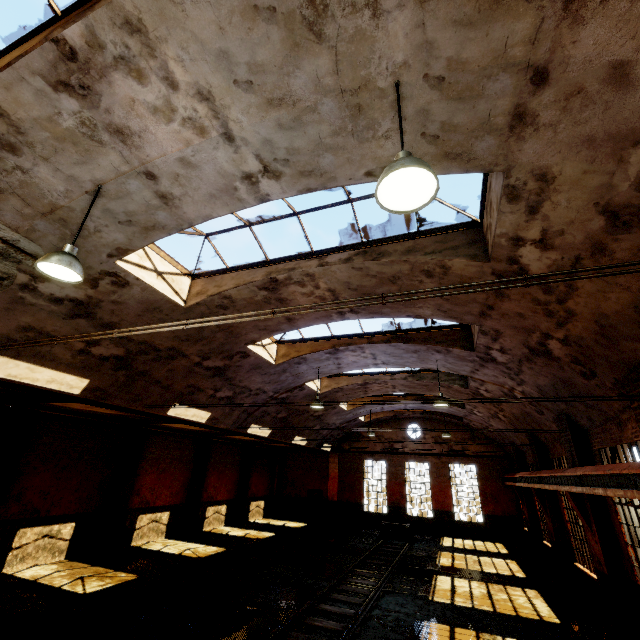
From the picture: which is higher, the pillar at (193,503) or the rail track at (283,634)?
the pillar at (193,503)

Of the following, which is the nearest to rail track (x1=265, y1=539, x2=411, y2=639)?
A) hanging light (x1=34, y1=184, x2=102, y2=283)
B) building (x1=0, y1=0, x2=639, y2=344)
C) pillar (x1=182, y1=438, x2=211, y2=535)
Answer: building (x1=0, y1=0, x2=639, y2=344)

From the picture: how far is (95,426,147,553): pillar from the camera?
13.5m

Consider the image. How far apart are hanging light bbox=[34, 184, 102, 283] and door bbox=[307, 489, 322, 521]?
25.6 meters

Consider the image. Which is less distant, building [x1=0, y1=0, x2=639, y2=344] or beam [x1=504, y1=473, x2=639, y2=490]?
building [x1=0, y1=0, x2=639, y2=344]

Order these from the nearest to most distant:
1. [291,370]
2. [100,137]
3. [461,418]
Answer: [100,137]
[291,370]
[461,418]

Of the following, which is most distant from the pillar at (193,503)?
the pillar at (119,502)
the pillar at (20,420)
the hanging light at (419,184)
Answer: the hanging light at (419,184)

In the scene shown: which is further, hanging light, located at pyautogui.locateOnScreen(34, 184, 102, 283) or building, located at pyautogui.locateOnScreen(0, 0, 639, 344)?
hanging light, located at pyautogui.locateOnScreen(34, 184, 102, 283)
